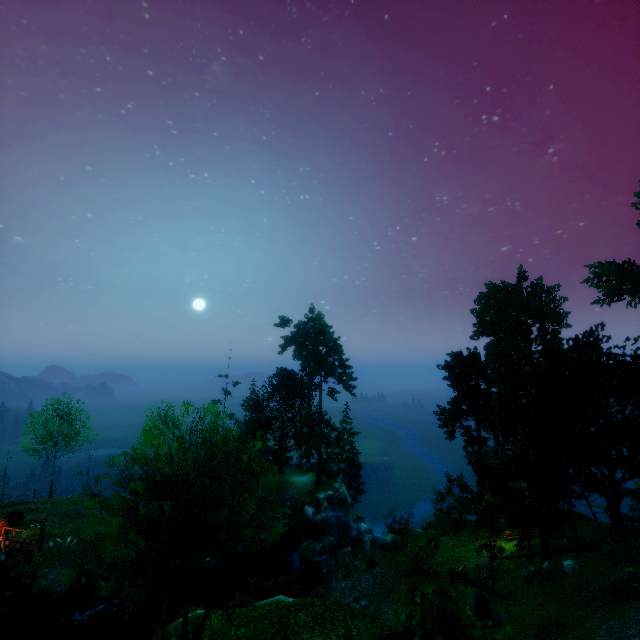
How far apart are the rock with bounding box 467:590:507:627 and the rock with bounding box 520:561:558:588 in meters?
3.3 m

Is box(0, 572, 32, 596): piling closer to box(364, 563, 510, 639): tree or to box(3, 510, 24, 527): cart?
box(3, 510, 24, 527): cart

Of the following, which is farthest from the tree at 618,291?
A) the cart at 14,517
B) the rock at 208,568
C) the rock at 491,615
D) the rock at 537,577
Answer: the cart at 14,517

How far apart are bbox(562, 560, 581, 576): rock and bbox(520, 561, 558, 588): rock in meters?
0.7 m

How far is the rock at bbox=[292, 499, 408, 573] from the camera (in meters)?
27.47

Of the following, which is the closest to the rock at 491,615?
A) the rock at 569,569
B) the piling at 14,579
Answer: the rock at 569,569

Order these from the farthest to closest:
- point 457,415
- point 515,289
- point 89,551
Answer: point 515,289, point 457,415, point 89,551

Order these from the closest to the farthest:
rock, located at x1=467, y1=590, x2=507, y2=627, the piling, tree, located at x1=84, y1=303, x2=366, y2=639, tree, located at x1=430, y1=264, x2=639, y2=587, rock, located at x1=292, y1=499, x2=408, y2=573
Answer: tree, located at x1=84, y1=303, x2=366, y2=639
rock, located at x1=467, y1=590, x2=507, y2=627
tree, located at x1=430, y1=264, x2=639, y2=587
the piling
rock, located at x1=292, y1=499, x2=408, y2=573
